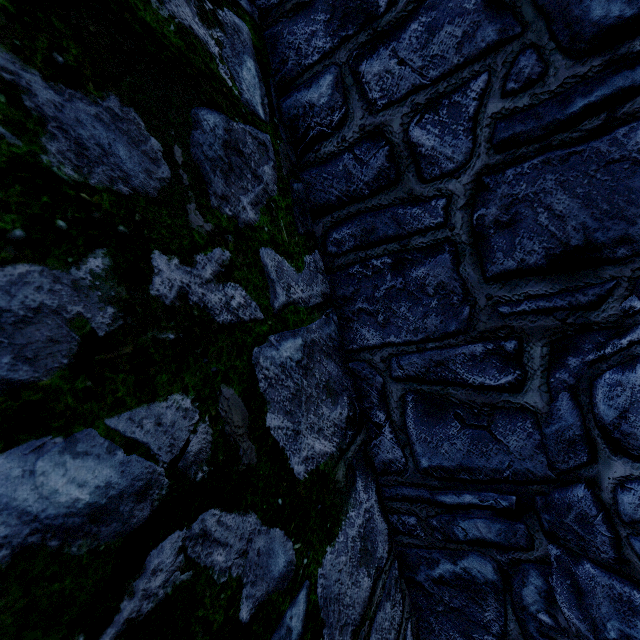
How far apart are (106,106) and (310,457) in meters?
1.6
